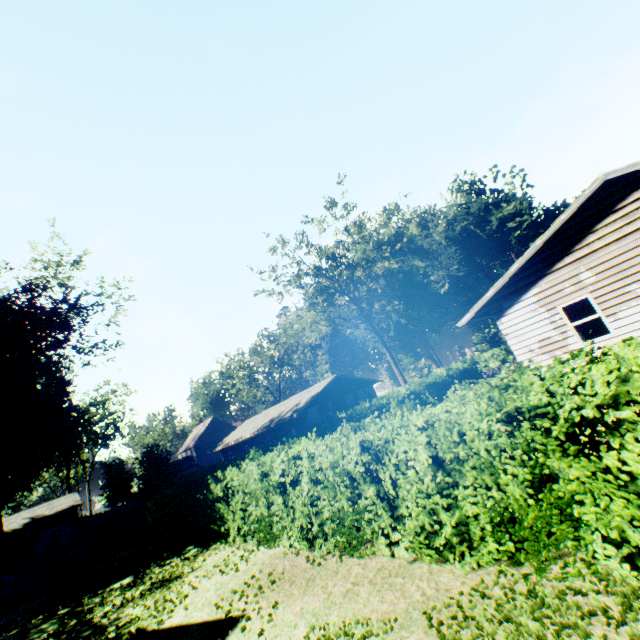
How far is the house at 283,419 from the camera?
29.5m

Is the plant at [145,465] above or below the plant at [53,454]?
below

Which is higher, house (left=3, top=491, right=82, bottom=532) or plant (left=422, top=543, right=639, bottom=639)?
house (left=3, top=491, right=82, bottom=532)

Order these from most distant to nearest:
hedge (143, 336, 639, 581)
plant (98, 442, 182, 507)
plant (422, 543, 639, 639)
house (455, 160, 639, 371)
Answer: plant (98, 442, 182, 507) < house (455, 160, 639, 371) < hedge (143, 336, 639, 581) < plant (422, 543, 639, 639)

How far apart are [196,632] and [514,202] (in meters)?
71.88

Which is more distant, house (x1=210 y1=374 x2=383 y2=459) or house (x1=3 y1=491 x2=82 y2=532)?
house (x1=3 y1=491 x2=82 y2=532)

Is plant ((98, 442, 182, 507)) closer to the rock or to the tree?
the rock

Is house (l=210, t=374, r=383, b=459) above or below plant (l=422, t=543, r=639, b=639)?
above
